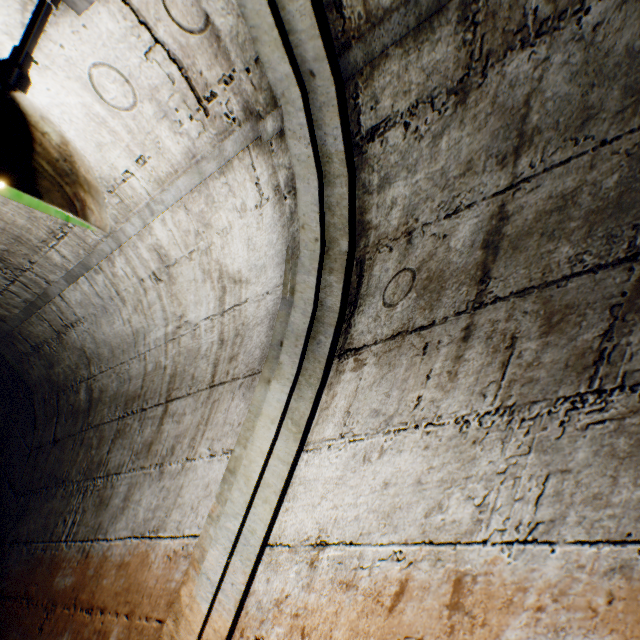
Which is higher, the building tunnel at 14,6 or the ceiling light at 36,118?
the building tunnel at 14,6

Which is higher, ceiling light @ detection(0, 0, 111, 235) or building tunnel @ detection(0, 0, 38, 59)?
building tunnel @ detection(0, 0, 38, 59)

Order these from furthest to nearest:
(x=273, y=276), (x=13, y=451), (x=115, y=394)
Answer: (x=13, y=451) < (x=115, y=394) < (x=273, y=276)
